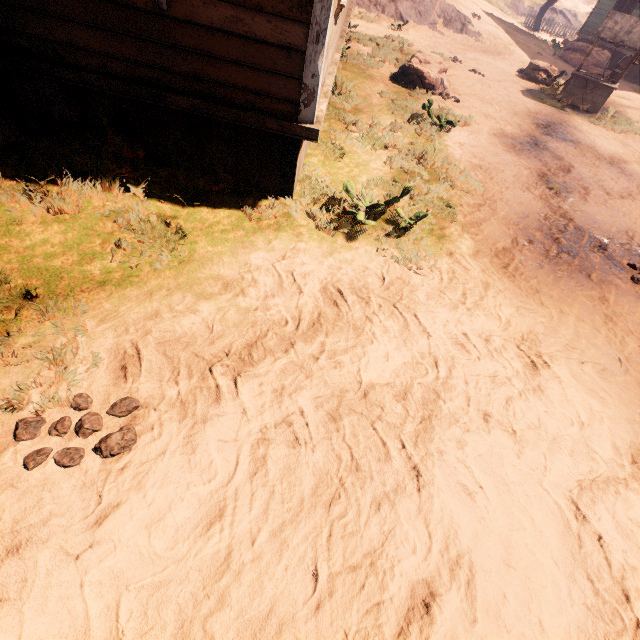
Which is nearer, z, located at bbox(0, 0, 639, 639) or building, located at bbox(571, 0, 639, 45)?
z, located at bbox(0, 0, 639, 639)

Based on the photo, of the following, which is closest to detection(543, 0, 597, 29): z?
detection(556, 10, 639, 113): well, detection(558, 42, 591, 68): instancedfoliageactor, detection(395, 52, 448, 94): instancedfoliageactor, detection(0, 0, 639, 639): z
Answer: detection(558, 42, 591, 68): instancedfoliageactor

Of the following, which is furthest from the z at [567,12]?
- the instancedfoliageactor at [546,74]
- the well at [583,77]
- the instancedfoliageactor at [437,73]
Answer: the instancedfoliageactor at [437,73]

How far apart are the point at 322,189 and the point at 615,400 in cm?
425

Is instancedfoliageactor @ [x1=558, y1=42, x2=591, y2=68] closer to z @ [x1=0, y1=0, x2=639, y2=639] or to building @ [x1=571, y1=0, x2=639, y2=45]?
z @ [x1=0, y1=0, x2=639, y2=639]

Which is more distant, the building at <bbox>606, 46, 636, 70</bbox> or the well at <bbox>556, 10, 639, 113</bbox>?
the building at <bbox>606, 46, 636, 70</bbox>

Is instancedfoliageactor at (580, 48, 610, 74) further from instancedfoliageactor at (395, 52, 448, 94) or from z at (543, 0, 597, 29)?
instancedfoliageactor at (395, 52, 448, 94)

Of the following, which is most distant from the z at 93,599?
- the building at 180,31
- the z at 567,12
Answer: the z at 567,12
